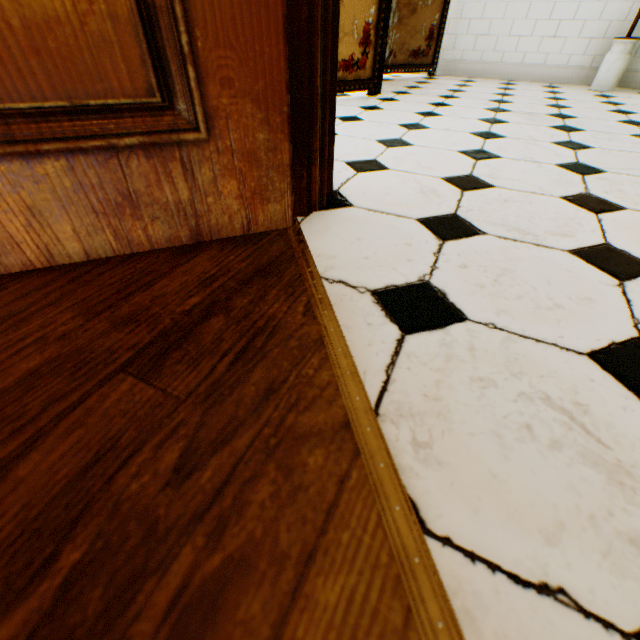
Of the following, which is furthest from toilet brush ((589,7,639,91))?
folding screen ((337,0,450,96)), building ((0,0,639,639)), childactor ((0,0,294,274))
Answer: childactor ((0,0,294,274))

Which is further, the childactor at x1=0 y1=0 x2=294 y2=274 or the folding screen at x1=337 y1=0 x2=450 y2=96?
the folding screen at x1=337 y1=0 x2=450 y2=96

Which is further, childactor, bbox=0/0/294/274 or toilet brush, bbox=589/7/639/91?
toilet brush, bbox=589/7/639/91

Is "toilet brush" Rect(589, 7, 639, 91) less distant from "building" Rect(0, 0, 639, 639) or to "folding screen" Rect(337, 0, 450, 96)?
"building" Rect(0, 0, 639, 639)

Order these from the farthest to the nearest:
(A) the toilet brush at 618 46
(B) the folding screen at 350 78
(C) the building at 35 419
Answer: (A) the toilet brush at 618 46 → (B) the folding screen at 350 78 → (C) the building at 35 419

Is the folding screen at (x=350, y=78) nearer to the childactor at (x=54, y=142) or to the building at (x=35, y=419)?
the building at (x=35, y=419)

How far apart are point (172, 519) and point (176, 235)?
0.7 meters

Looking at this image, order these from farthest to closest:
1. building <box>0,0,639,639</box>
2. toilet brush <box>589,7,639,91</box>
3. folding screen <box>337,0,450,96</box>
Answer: toilet brush <box>589,7,639,91</box>, folding screen <box>337,0,450,96</box>, building <box>0,0,639,639</box>
